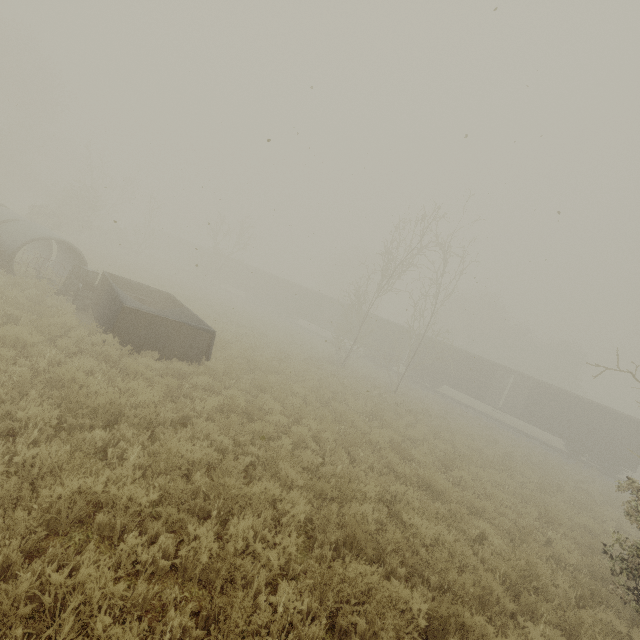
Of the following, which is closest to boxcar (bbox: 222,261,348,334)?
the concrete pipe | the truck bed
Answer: the truck bed

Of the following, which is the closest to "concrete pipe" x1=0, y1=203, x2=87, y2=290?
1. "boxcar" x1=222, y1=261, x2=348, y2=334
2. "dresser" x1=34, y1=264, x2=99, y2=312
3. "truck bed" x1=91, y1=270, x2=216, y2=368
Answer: "dresser" x1=34, y1=264, x2=99, y2=312

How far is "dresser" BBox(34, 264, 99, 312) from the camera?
11.48m

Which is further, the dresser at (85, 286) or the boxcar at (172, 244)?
the boxcar at (172, 244)

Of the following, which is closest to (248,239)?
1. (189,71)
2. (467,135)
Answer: (189,71)

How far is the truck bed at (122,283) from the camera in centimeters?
910cm

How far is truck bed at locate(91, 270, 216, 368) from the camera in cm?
910

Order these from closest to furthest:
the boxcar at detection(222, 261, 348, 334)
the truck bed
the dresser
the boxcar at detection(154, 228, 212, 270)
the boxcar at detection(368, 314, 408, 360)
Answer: the truck bed, the dresser, the boxcar at detection(368, 314, 408, 360), the boxcar at detection(222, 261, 348, 334), the boxcar at detection(154, 228, 212, 270)
